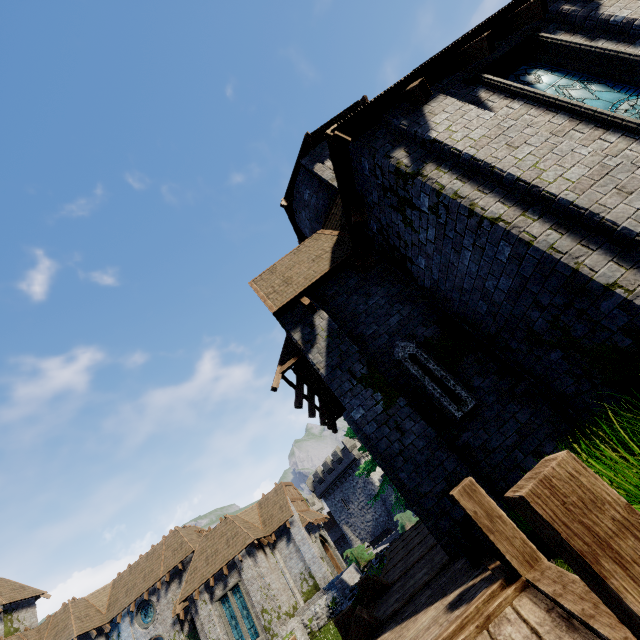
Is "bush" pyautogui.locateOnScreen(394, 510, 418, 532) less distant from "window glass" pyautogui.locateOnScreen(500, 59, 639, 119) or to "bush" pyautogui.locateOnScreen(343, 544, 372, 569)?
"bush" pyautogui.locateOnScreen(343, 544, 372, 569)

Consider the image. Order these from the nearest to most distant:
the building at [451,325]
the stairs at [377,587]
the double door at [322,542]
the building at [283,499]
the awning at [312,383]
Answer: the building at [451,325], the stairs at [377,587], the awning at [312,383], the building at [283,499], the double door at [322,542]

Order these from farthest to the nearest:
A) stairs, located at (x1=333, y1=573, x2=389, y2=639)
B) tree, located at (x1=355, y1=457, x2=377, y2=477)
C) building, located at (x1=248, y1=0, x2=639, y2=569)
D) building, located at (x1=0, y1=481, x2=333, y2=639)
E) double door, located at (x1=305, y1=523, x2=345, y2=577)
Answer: double door, located at (x1=305, y1=523, x2=345, y2=577) → building, located at (x1=0, y1=481, x2=333, y2=639) → tree, located at (x1=355, y1=457, x2=377, y2=477) → stairs, located at (x1=333, y1=573, x2=389, y2=639) → building, located at (x1=248, y1=0, x2=639, y2=569)

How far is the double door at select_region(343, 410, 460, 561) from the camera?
6.1m

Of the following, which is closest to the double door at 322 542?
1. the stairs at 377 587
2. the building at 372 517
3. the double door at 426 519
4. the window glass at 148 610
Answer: the window glass at 148 610

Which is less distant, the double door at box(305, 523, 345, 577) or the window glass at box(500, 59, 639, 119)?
the window glass at box(500, 59, 639, 119)

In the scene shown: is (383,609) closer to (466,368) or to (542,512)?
(466,368)

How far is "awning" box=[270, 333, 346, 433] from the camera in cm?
741
